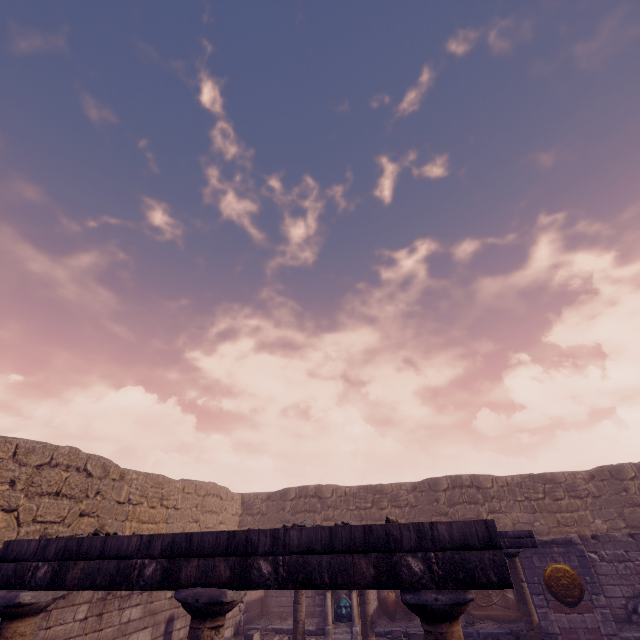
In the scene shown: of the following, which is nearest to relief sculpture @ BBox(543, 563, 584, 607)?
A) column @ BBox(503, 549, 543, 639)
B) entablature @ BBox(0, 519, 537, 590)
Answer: column @ BBox(503, 549, 543, 639)

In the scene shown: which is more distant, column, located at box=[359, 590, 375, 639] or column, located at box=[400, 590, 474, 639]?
column, located at box=[359, 590, 375, 639]

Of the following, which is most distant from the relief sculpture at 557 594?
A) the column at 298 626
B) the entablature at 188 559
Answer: the entablature at 188 559

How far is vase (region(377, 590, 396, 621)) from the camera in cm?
1136

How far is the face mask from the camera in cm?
1055

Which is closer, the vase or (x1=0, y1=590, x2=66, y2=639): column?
(x1=0, y1=590, x2=66, y2=639): column

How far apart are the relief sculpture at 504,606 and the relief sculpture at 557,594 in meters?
1.7

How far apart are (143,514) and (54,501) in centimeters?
358cm
